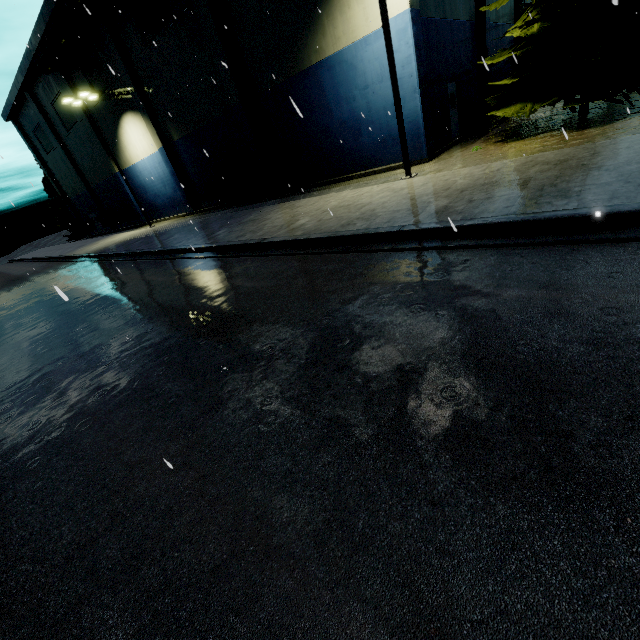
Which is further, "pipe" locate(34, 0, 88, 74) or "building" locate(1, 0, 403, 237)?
"pipe" locate(34, 0, 88, 74)

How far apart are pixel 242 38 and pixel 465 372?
20.76m

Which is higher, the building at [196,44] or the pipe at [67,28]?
the pipe at [67,28]

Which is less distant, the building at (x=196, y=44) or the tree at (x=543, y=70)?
the tree at (x=543, y=70)

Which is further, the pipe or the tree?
the pipe

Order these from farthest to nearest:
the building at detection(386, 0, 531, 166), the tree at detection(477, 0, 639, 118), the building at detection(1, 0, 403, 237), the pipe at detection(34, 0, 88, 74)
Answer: the pipe at detection(34, 0, 88, 74) → the building at detection(1, 0, 403, 237) → the building at detection(386, 0, 531, 166) → the tree at detection(477, 0, 639, 118)

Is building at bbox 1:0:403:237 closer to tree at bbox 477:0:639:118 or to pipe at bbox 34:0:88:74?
pipe at bbox 34:0:88:74
